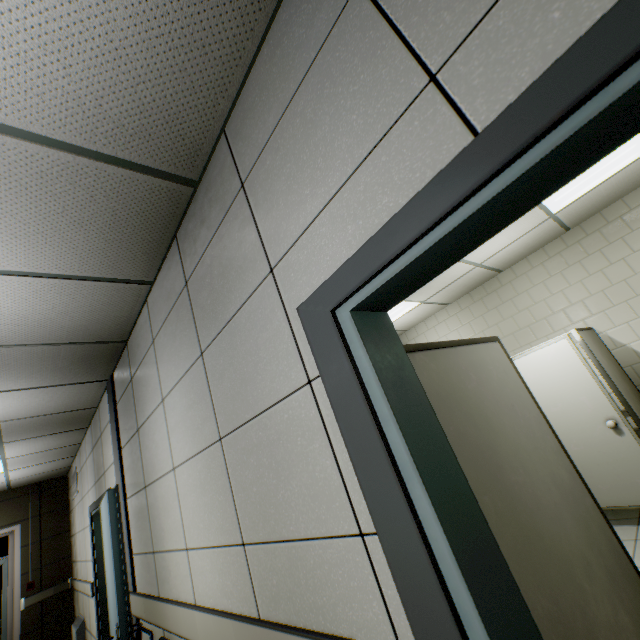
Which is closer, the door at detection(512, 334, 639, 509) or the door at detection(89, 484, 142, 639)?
the door at detection(89, 484, 142, 639)

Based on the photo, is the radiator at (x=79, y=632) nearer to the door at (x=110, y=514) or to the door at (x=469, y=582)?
the door at (x=110, y=514)

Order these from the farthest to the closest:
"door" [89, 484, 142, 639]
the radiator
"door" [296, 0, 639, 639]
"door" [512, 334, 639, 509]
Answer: the radiator
"door" [512, 334, 639, 509]
"door" [89, 484, 142, 639]
"door" [296, 0, 639, 639]

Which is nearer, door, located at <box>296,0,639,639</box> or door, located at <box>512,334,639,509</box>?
door, located at <box>296,0,639,639</box>

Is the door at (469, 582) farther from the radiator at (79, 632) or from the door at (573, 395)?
the radiator at (79, 632)

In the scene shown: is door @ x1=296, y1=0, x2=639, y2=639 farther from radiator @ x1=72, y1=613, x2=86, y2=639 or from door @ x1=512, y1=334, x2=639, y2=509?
radiator @ x1=72, y1=613, x2=86, y2=639

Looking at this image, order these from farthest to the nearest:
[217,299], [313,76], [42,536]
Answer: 1. [42,536]
2. [217,299]
3. [313,76]
